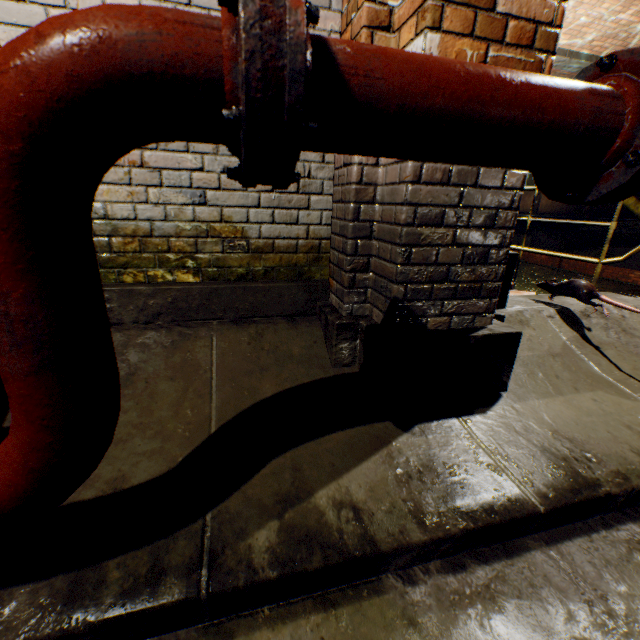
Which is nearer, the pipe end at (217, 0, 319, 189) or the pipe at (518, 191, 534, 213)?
the pipe end at (217, 0, 319, 189)

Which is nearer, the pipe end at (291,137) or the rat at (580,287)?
the pipe end at (291,137)

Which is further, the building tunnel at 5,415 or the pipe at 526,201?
the pipe at 526,201

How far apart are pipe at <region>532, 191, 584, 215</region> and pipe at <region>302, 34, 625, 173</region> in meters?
15.2 m

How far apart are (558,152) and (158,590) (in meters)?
1.66

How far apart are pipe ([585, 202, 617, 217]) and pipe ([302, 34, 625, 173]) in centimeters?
1653cm

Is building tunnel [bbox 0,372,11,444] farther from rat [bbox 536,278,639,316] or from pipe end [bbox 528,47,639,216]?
pipe end [bbox 528,47,639,216]
